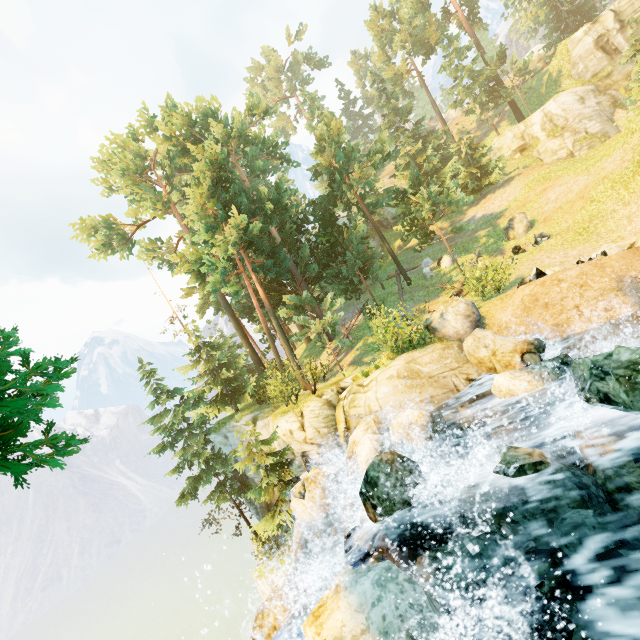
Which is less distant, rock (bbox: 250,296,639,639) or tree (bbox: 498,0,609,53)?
rock (bbox: 250,296,639,639)

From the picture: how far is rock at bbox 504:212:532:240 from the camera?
21.1 meters

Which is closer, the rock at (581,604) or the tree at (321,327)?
the rock at (581,604)

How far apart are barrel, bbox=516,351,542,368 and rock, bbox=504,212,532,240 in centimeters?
1361cm

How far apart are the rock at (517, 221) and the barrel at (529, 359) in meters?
13.6 m

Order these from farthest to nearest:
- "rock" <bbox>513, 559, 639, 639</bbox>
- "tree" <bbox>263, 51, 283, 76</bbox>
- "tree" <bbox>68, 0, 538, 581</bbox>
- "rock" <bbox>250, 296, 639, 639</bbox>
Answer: "tree" <bbox>263, 51, 283, 76</bbox>
"tree" <bbox>68, 0, 538, 581</bbox>
"rock" <bbox>250, 296, 639, 639</bbox>
"rock" <bbox>513, 559, 639, 639</bbox>

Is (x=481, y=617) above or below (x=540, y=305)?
below
